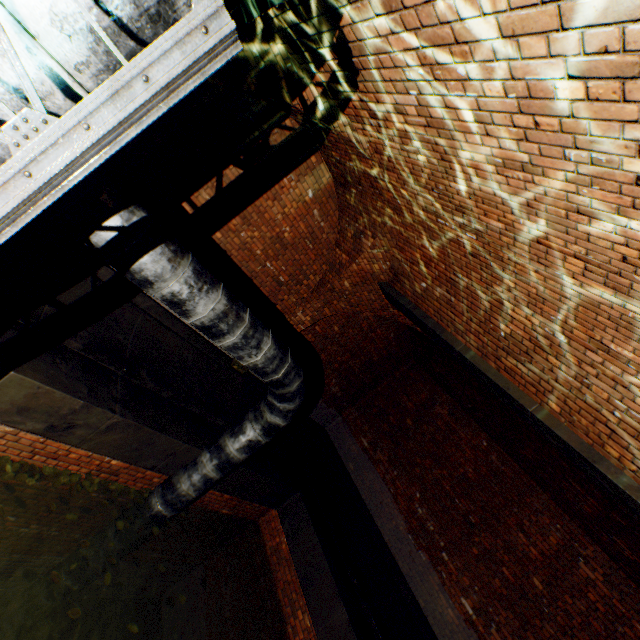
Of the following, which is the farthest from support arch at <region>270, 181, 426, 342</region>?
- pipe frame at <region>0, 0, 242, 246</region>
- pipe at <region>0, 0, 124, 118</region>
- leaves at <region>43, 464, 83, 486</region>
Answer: pipe frame at <region>0, 0, 242, 246</region>

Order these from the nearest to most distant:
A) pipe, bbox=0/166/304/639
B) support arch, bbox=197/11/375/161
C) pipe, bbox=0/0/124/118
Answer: pipe, bbox=0/0/124/118 → pipe, bbox=0/166/304/639 → support arch, bbox=197/11/375/161

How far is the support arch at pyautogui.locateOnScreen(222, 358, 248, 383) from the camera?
7.29m

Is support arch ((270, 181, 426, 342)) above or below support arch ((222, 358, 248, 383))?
above

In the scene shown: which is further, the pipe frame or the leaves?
the leaves

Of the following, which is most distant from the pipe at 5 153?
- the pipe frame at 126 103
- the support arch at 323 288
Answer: the support arch at 323 288

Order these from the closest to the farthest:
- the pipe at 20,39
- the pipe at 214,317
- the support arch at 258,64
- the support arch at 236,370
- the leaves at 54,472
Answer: the pipe at 20,39
the pipe at 214,317
the support arch at 258,64
the leaves at 54,472
the support arch at 236,370

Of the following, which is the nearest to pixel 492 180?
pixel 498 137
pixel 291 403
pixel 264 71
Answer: pixel 498 137
